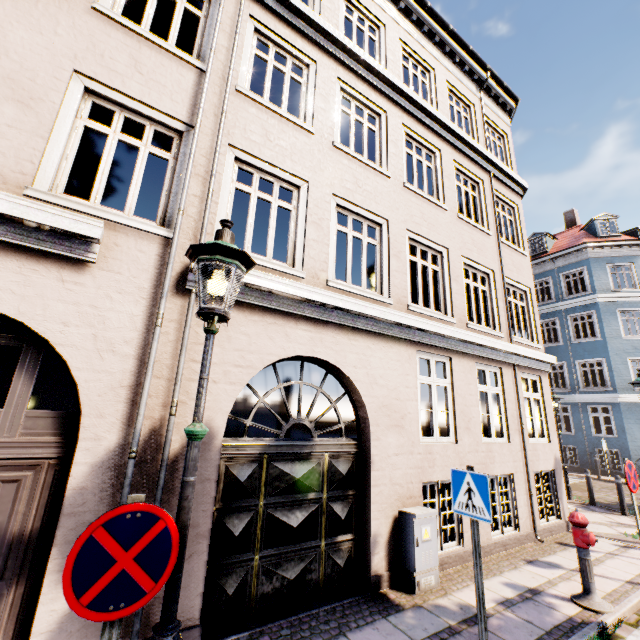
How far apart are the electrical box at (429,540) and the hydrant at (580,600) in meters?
1.9 m

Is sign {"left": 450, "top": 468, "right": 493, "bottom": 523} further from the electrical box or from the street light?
the street light

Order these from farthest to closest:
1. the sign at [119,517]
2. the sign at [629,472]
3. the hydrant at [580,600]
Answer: the sign at [629,472] → the hydrant at [580,600] → the sign at [119,517]

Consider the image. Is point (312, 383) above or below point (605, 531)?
above

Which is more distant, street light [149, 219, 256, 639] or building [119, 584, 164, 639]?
building [119, 584, 164, 639]

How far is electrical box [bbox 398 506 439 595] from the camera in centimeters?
485cm

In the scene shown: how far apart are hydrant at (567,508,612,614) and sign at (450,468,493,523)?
2.7 meters

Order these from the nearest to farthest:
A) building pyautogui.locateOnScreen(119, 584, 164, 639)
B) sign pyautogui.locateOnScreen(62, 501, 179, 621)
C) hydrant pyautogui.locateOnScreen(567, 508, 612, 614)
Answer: sign pyautogui.locateOnScreen(62, 501, 179, 621), building pyautogui.locateOnScreen(119, 584, 164, 639), hydrant pyautogui.locateOnScreen(567, 508, 612, 614)
